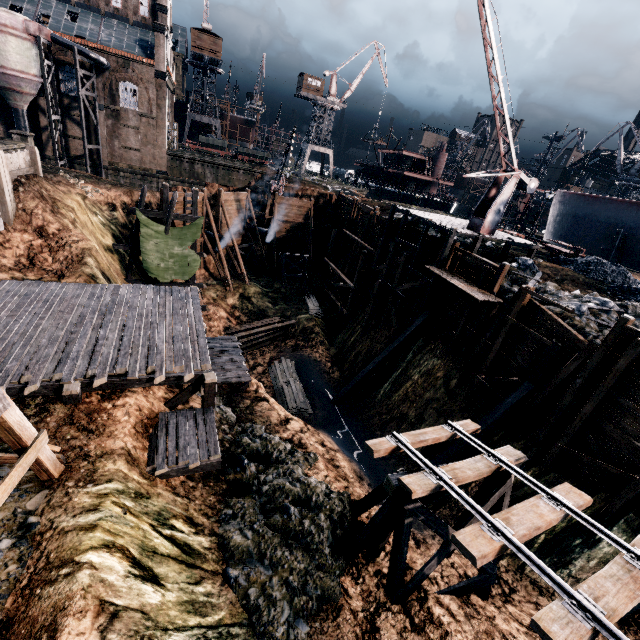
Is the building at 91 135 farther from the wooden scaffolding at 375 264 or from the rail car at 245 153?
the wooden scaffolding at 375 264

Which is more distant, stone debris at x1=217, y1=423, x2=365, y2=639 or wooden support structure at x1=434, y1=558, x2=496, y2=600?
wooden support structure at x1=434, y1=558, x2=496, y2=600

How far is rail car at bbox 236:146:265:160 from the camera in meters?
58.6 m

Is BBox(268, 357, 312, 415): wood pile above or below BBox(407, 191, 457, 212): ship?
below

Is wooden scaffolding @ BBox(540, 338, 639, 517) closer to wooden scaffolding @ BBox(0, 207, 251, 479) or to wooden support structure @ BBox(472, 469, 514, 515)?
wooden support structure @ BBox(472, 469, 514, 515)

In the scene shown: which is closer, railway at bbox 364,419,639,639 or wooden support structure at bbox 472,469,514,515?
railway at bbox 364,419,639,639

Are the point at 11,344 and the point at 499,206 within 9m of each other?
no

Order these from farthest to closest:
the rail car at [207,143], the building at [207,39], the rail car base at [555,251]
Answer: the rail car at [207,143] < the building at [207,39] < the rail car base at [555,251]
